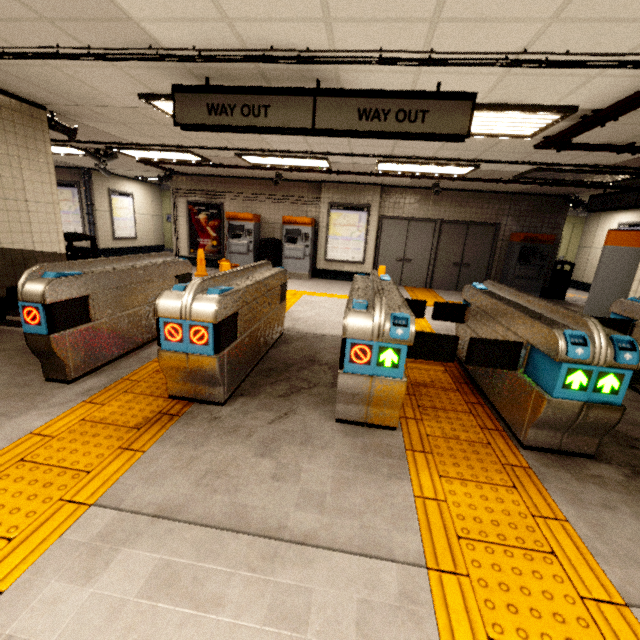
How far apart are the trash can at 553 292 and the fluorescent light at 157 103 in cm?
897

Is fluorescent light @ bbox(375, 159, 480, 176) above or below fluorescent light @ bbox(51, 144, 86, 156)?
below

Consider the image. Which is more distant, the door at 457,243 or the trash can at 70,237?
the door at 457,243

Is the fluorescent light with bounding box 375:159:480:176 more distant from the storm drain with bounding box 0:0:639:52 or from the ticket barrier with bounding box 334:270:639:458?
the ticket barrier with bounding box 334:270:639:458

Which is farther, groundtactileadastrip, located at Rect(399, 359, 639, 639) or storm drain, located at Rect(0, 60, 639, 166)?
storm drain, located at Rect(0, 60, 639, 166)

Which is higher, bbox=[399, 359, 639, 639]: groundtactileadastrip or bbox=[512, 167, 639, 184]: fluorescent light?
bbox=[512, 167, 639, 184]: fluorescent light

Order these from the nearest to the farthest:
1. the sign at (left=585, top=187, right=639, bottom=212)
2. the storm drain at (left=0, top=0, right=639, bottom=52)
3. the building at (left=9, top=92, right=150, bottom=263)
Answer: the storm drain at (left=0, top=0, right=639, bottom=52), the building at (left=9, top=92, right=150, bottom=263), the sign at (left=585, top=187, right=639, bottom=212)

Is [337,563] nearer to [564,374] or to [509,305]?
[564,374]
